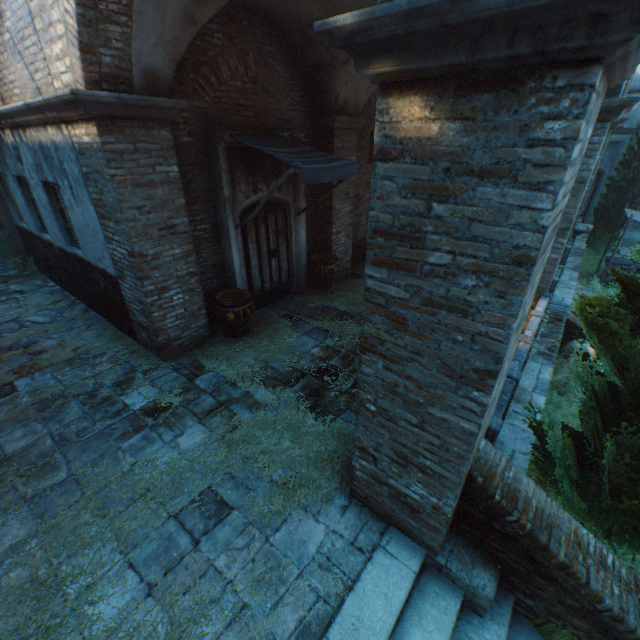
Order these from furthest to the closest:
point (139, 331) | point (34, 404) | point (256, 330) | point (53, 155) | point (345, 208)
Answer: point (345, 208) < point (256, 330) < point (139, 331) < point (53, 155) < point (34, 404)

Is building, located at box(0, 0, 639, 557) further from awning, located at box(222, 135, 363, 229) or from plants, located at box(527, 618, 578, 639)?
awning, located at box(222, 135, 363, 229)

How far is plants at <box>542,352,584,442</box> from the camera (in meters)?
5.31

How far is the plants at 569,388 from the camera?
5.3 meters

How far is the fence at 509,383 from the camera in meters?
3.2 m

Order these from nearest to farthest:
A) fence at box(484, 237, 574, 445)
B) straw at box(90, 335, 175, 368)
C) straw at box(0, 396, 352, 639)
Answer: straw at box(0, 396, 352, 639) < fence at box(484, 237, 574, 445) < straw at box(90, 335, 175, 368)

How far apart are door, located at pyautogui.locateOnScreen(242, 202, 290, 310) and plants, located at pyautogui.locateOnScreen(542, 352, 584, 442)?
5.8 meters

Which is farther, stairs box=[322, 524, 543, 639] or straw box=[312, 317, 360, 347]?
straw box=[312, 317, 360, 347]
